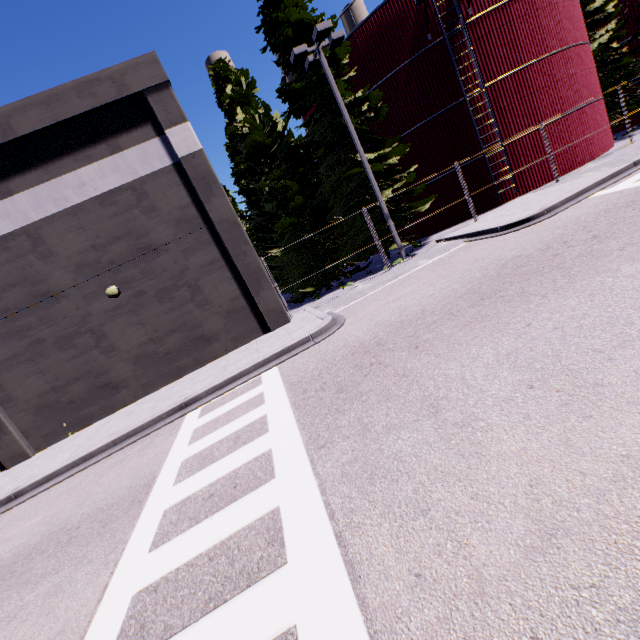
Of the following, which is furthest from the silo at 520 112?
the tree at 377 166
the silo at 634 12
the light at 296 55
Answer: the silo at 634 12

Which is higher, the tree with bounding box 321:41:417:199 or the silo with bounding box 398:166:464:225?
the tree with bounding box 321:41:417:199

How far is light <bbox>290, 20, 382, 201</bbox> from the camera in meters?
12.8 m

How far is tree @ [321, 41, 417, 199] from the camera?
15.4 meters

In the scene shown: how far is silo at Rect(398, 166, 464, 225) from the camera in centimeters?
1867cm

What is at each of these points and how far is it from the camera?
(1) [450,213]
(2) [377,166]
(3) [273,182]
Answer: (1) silo, 19.4m
(2) tree, 15.2m
(3) tree, 17.0m

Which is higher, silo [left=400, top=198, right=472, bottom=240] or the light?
the light

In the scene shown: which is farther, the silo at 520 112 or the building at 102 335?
the silo at 520 112
